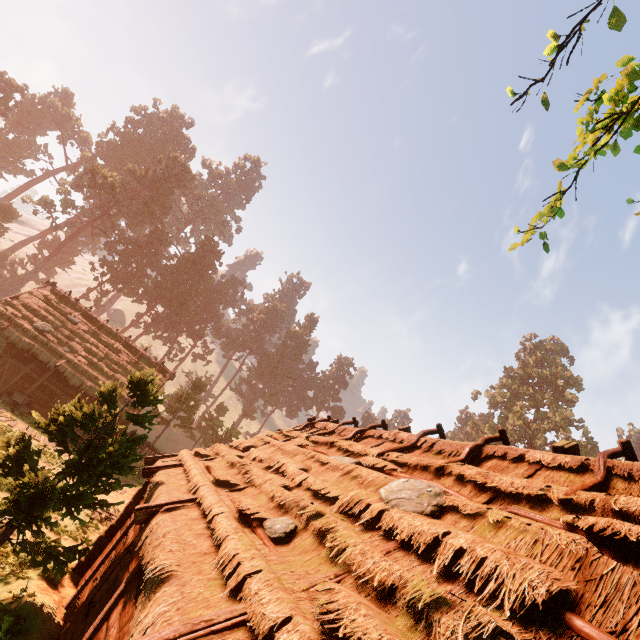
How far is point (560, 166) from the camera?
4.24m

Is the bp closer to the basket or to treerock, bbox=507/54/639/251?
treerock, bbox=507/54/639/251

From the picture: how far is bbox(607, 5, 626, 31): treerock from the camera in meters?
3.3

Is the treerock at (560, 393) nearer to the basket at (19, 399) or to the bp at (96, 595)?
the bp at (96, 595)

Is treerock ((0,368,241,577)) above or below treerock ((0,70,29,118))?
below

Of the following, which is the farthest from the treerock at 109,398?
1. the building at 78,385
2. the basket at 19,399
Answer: the basket at 19,399

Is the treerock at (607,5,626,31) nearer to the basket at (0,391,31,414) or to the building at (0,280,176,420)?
the building at (0,280,176,420)

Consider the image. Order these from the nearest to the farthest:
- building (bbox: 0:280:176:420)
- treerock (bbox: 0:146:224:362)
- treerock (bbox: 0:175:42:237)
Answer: building (bbox: 0:280:176:420) → treerock (bbox: 0:175:42:237) → treerock (bbox: 0:146:224:362)
